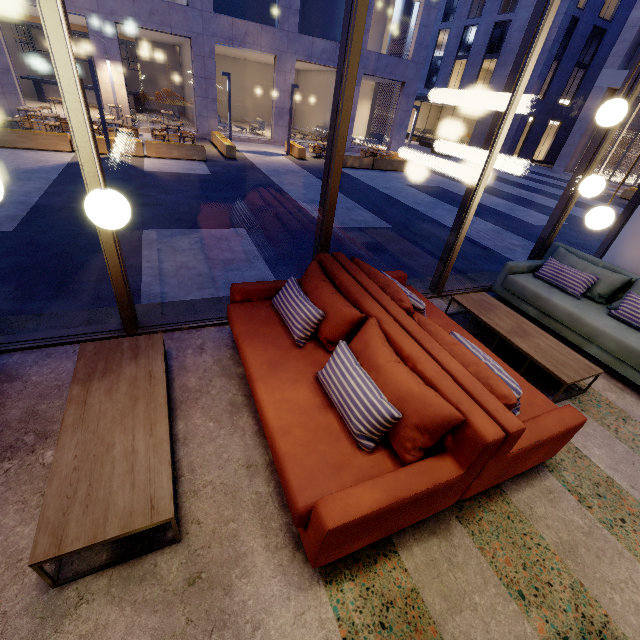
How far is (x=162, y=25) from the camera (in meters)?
13.88

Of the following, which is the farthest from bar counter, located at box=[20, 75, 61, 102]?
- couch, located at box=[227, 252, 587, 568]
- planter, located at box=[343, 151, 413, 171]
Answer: couch, located at box=[227, 252, 587, 568]

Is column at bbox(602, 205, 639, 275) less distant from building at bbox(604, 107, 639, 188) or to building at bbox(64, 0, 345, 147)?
building at bbox(64, 0, 345, 147)

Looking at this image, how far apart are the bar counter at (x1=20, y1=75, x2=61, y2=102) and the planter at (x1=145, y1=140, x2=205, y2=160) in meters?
11.7 m

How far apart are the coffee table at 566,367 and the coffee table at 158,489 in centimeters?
→ 341cm

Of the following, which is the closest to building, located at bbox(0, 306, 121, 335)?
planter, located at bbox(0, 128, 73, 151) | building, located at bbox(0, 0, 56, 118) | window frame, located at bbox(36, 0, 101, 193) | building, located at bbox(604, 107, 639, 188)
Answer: window frame, located at bbox(36, 0, 101, 193)

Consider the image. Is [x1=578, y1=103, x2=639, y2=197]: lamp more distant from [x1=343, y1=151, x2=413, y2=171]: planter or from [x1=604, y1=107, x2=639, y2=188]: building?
[x1=604, y1=107, x2=639, y2=188]: building

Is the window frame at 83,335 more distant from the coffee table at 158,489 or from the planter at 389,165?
the planter at 389,165
